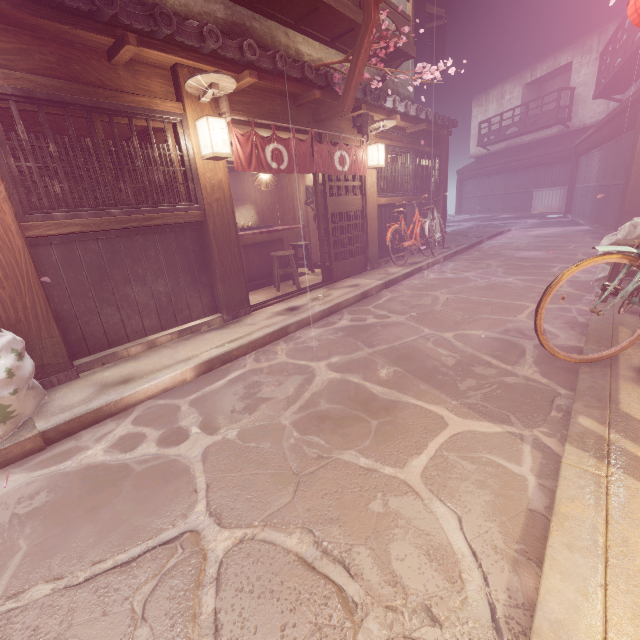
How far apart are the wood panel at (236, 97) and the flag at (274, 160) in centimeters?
53cm

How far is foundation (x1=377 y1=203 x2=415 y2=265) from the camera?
14.5 meters

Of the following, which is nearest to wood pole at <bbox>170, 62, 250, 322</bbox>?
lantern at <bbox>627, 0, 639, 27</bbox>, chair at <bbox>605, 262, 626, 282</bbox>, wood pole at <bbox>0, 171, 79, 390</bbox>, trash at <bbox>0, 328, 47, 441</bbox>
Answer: wood pole at <bbox>0, 171, 79, 390</bbox>

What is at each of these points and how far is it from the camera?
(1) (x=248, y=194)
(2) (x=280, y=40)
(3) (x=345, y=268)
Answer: (1) building, 17.61m
(2) house, 11.02m
(3) door, 12.64m

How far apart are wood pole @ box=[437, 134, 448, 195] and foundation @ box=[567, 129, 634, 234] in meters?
7.8 m

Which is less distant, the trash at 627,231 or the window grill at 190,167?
the window grill at 190,167

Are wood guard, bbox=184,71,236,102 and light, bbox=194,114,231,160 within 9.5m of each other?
yes

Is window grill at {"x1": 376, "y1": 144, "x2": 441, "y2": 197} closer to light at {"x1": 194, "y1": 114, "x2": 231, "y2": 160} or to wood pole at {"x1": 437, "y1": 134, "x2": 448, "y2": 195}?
wood pole at {"x1": 437, "y1": 134, "x2": 448, "y2": 195}
